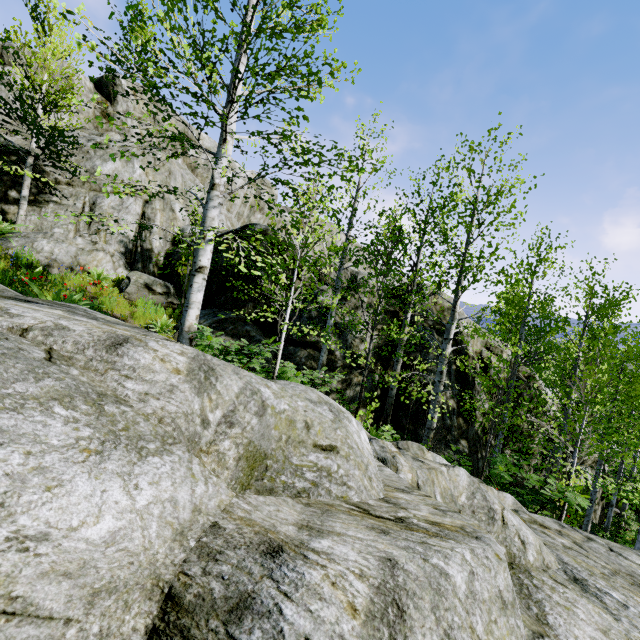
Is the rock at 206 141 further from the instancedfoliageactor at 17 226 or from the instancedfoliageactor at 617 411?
the instancedfoliageactor at 617 411

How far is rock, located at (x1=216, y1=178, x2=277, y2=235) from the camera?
11.9m

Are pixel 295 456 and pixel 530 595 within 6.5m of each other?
yes

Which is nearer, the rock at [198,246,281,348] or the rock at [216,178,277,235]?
the rock at [198,246,281,348]

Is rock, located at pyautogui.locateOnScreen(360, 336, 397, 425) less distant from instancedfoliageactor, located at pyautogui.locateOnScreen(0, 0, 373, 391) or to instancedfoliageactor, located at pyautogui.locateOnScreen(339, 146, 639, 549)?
instancedfoliageactor, located at pyautogui.locateOnScreen(0, 0, 373, 391)
